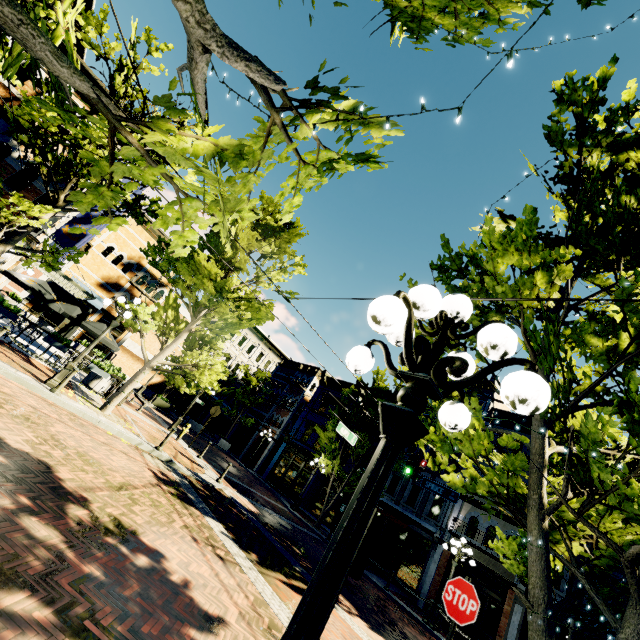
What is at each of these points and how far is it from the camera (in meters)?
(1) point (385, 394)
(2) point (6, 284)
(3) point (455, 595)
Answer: (1) tree, 22.73
(2) building, 18.95
(3) sign, 4.02

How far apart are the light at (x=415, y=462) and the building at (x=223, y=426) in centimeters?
2930cm

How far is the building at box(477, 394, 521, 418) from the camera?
20.92m

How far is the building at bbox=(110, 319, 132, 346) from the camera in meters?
28.5 m

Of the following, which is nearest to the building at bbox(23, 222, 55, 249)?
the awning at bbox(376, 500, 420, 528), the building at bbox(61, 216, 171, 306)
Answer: the building at bbox(61, 216, 171, 306)

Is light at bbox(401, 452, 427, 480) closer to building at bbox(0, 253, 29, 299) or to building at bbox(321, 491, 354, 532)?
building at bbox(321, 491, 354, 532)

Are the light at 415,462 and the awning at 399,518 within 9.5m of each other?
yes

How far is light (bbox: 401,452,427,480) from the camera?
12.48m
